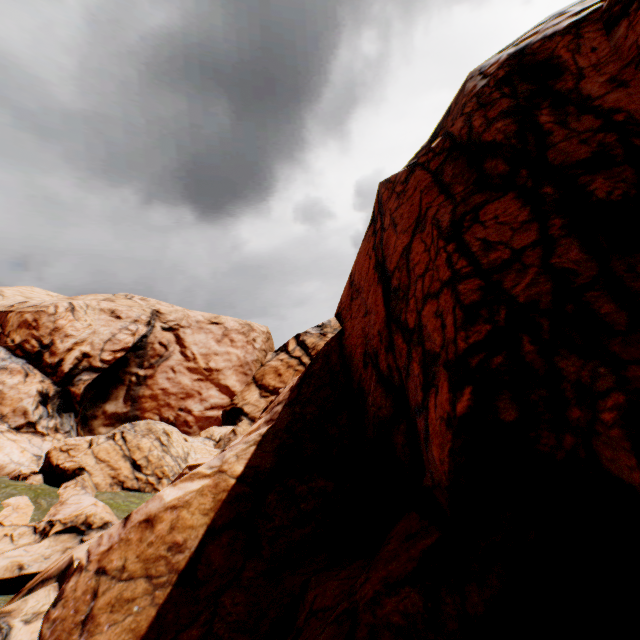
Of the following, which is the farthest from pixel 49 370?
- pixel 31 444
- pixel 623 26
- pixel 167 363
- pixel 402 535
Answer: pixel 623 26
